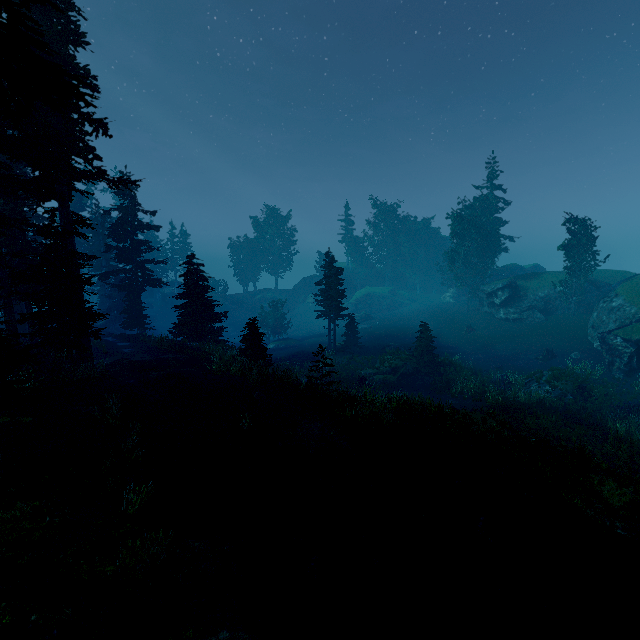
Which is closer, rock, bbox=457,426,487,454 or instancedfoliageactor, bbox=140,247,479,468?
rock, bbox=457,426,487,454

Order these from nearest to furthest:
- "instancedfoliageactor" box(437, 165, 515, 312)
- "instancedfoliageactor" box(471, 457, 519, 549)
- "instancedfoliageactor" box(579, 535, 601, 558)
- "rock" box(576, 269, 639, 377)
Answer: "instancedfoliageactor" box(579, 535, 601, 558), "instancedfoliageactor" box(471, 457, 519, 549), "rock" box(576, 269, 639, 377), "instancedfoliageactor" box(437, 165, 515, 312)

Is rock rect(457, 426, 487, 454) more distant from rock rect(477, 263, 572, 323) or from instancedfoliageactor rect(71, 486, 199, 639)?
rock rect(477, 263, 572, 323)

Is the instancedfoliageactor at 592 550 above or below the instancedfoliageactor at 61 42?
below

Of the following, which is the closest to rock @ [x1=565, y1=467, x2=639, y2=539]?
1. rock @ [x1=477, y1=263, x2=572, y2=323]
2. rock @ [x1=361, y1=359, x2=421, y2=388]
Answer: rock @ [x1=361, y1=359, x2=421, y2=388]

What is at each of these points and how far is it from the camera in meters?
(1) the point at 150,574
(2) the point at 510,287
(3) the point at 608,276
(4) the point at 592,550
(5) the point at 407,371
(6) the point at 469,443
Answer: (1) instancedfoliageactor, 7.5
(2) rock, 41.6
(3) rock, 42.1
(4) instancedfoliageactor, 7.8
(5) rock, 30.3
(6) rock, 12.1

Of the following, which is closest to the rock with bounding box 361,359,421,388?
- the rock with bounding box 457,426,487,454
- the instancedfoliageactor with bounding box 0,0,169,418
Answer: the instancedfoliageactor with bounding box 0,0,169,418

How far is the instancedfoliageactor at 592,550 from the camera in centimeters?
774cm
